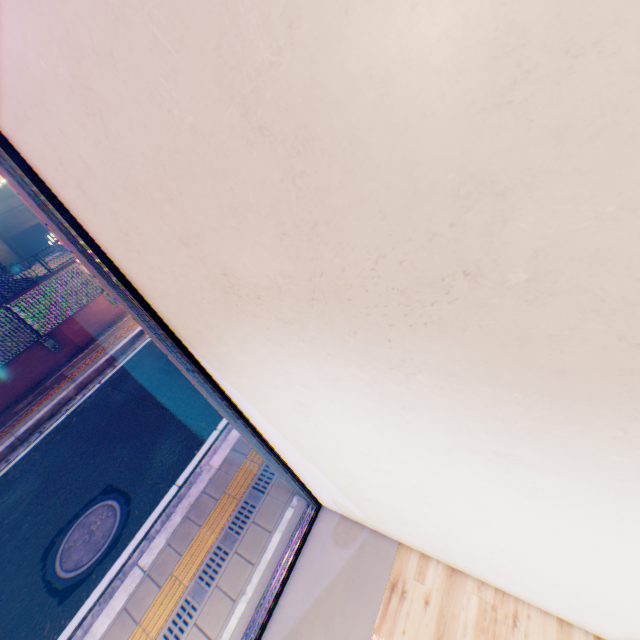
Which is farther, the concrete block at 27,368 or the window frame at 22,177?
the concrete block at 27,368

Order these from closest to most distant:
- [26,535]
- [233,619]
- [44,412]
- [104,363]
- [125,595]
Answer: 1. [233,619]
2. [125,595]
3. [26,535]
4. [44,412]
5. [104,363]

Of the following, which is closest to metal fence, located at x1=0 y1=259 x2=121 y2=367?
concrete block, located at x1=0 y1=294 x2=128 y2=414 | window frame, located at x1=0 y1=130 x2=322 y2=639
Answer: concrete block, located at x1=0 y1=294 x2=128 y2=414

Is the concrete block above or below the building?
below

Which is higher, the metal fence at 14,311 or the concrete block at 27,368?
the metal fence at 14,311

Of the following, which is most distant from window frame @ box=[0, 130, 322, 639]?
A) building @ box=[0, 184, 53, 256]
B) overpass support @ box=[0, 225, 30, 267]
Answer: building @ box=[0, 184, 53, 256]

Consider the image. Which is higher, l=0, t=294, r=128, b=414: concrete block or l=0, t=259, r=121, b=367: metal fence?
l=0, t=259, r=121, b=367: metal fence

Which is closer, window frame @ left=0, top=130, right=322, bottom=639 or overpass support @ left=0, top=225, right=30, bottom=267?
window frame @ left=0, top=130, right=322, bottom=639
